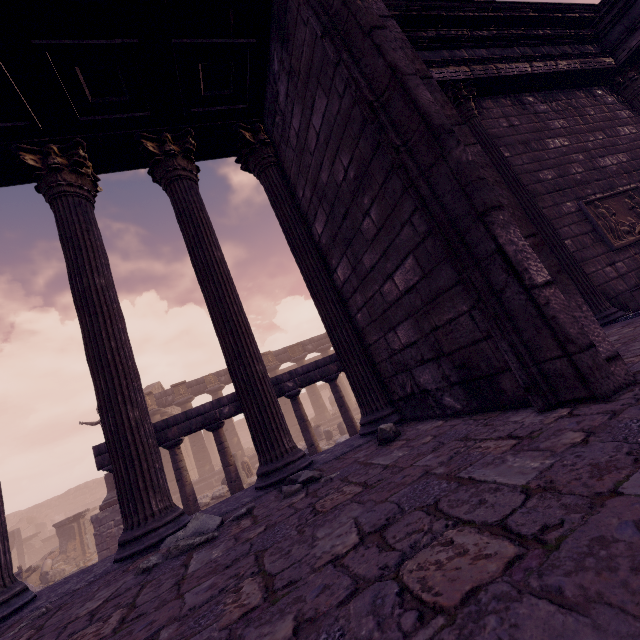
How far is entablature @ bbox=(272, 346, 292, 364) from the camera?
25.2 meters

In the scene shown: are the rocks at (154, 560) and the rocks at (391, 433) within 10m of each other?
yes

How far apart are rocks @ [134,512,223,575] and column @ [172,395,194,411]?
21.16m

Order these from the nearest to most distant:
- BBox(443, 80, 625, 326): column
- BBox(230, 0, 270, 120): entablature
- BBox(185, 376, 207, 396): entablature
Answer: BBox(230, 0, 270, 120): entablature → BBox(443, 80, 625, 326): column → BBox(185, 376, 207, 396): entablature

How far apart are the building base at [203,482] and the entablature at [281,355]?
5.3 meters

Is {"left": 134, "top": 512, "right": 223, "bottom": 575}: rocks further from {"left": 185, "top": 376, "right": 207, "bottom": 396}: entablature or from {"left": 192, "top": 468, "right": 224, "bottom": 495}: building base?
{"left": 185, "top": 376, "right": 207, "bottom": 396}: entablature

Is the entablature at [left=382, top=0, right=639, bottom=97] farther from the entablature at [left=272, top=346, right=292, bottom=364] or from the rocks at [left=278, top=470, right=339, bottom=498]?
the entablature at [left=272, top=346, right=292, bottom=364]

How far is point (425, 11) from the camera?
5.5 meters
